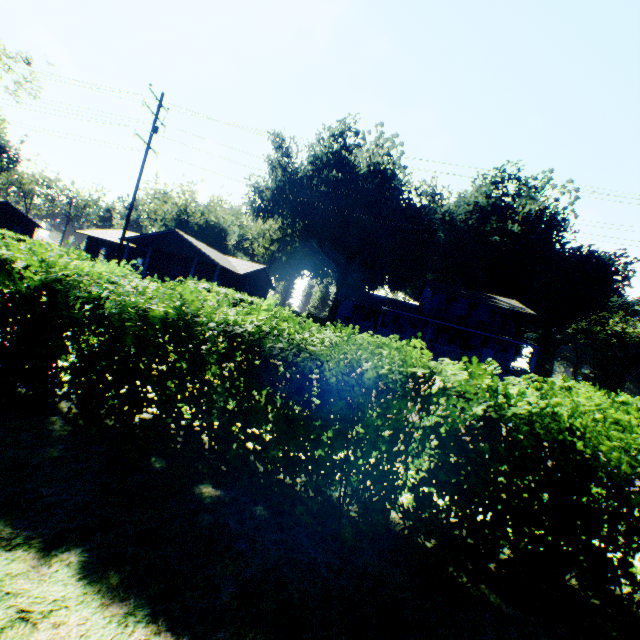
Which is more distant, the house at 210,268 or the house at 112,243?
the house at 112,243

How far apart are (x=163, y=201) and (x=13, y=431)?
64.9 meters

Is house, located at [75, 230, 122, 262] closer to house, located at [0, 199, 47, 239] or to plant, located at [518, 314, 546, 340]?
plant, located at [518, 314, 546, 340]

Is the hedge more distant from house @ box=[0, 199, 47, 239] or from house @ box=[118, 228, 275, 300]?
house @ box=[0, 199, 47, 239]

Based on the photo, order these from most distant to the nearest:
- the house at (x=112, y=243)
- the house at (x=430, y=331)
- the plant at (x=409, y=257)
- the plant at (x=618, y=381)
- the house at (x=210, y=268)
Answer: the plant at (x=618, y=381), the plant at (x=409, y=257), the house at (x=112, y=243), the house at (x=430, y=331), the house at (x=210, y=268)

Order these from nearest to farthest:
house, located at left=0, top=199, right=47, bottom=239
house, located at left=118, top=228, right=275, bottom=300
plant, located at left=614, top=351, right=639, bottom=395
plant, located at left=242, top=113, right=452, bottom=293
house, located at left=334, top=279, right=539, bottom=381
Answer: house, located at left=118, top=228, right=275, bottom=300, house, located at left=334, top=279, right=539, bottom=381, plant, located at left=242, top=113, right=452, bottom=293, house, located at left=0, top=199, right=47, bottom=239, plant, located at left=614, top=351, right=639, bottom=395

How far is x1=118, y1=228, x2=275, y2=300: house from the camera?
30.91m

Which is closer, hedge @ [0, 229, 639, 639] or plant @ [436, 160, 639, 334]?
hedge @ [0, 229, 639, 639]
